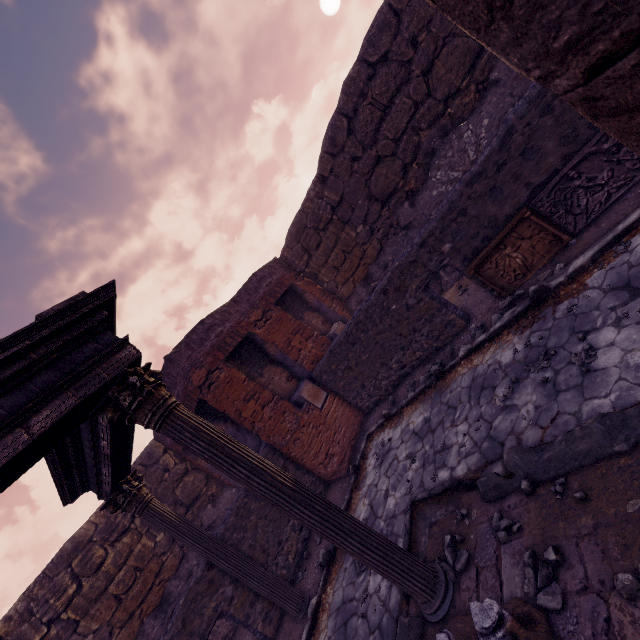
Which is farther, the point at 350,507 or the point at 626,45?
the point at 350,507

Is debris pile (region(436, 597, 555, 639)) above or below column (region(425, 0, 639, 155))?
below

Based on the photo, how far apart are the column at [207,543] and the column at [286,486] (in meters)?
2.80

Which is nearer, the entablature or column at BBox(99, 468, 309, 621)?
the entablature

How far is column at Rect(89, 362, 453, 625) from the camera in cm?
312

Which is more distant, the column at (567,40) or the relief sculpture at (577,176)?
the relief sculpture at (577,176)

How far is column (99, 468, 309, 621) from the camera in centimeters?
540cm

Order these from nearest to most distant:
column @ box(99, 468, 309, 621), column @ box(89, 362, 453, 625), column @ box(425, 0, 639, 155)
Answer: column @ box(425, 0, 639, 155) < column @ box(89, 362, 453, 625) < column @ box(99, 468, 309, 621)
